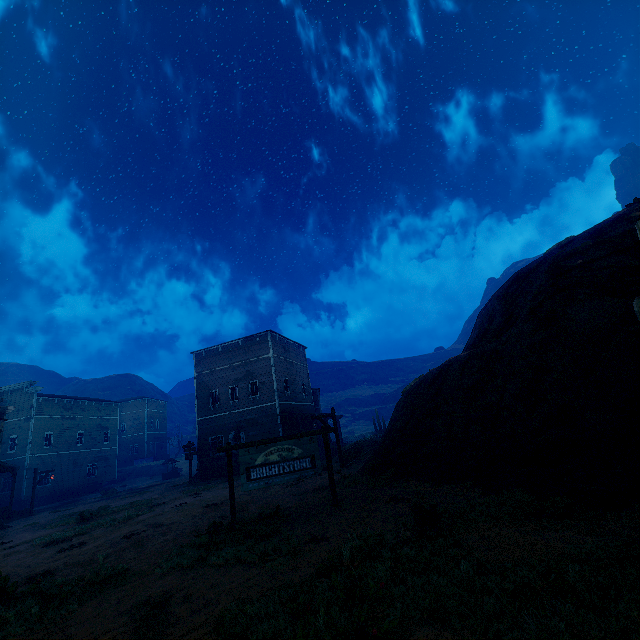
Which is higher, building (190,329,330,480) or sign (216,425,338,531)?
building (190,329,330,480)

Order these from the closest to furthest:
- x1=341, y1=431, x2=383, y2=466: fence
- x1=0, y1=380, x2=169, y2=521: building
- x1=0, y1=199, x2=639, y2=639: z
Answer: x1=0, y1=199, x2=639, y2=639: z
x1=341, y1=431, x2=383, y2=466: fence
x1=0, y1=380, x2=169, y2=521: building

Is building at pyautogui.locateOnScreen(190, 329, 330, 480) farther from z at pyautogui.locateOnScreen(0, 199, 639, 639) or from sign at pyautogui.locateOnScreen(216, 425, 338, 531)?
sign at pyautogui.locateOnScreen(216, 425, 338, 531)

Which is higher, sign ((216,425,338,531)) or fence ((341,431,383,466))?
sign ((216,425,338,531))

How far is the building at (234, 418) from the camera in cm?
2606

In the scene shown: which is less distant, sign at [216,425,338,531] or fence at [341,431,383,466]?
sign at [216,425,338,531]

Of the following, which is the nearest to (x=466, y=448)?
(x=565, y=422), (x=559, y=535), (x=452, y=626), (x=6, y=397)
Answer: (x=565, y=422)

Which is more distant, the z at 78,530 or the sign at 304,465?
the sign at 304,465
